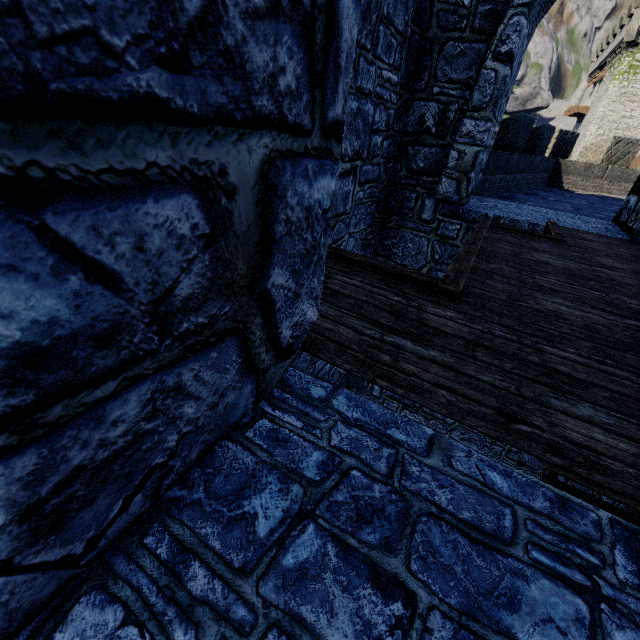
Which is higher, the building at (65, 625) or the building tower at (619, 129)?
the building tower at (619, 129)

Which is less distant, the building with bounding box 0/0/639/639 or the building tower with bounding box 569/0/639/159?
the building with bounding box 0/0/639/639

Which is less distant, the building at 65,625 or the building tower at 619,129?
the building at 65,625

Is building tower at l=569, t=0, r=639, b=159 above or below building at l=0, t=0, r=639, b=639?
above

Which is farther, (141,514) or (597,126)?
(597,126)
